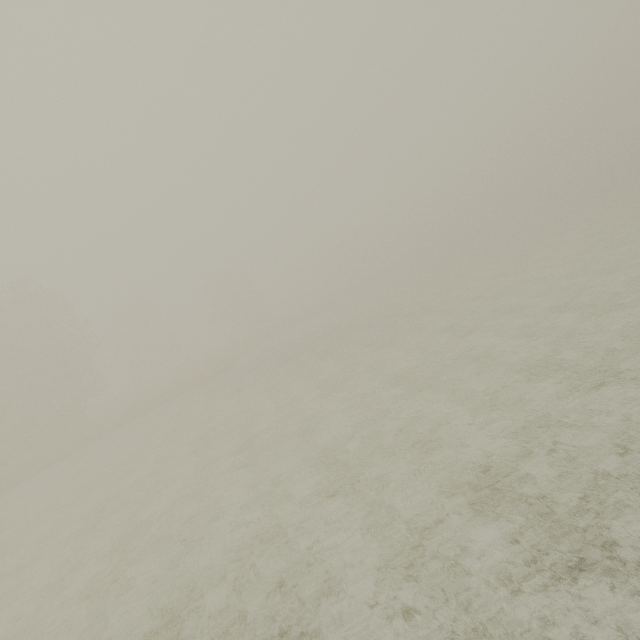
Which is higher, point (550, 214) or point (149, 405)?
point (149, 405)
